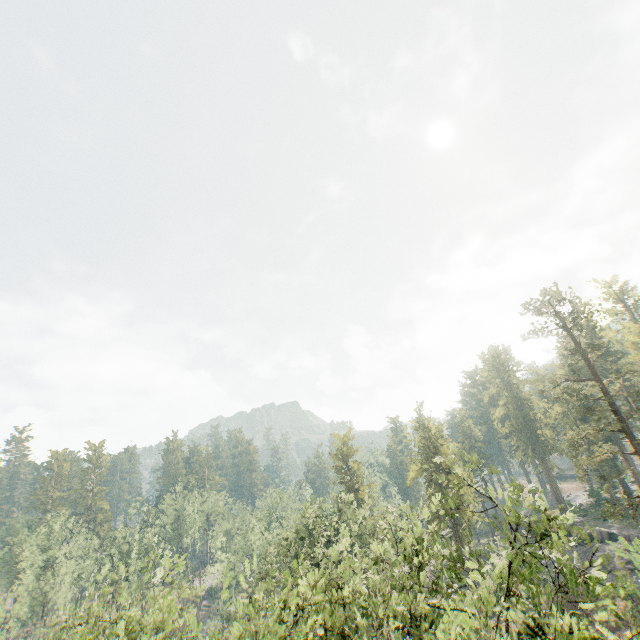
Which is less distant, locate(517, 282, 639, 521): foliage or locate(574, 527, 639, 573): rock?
locate(517, 282, 639, 521): foliage

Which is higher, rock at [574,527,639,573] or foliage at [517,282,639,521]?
foliage at [517,282,639,521]

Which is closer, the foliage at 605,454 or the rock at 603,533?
the foliage at 605,454

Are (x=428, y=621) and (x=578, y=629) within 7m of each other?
→ yes

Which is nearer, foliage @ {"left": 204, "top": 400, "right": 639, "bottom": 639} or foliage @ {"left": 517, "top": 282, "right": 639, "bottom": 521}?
foliage @ {"left": 204, "top": 400, "right": 639, "bottom": 639}

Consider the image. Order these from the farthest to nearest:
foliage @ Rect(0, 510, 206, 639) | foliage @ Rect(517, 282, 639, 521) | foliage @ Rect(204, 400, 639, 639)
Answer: foliage @ Rect(517, 282, 639, 521)
foliage @ Rect(0, 510, 206, 639)
foliage @ Rect(204, 400, 639, 639)

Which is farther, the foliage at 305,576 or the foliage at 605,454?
the foliage at 605,454
